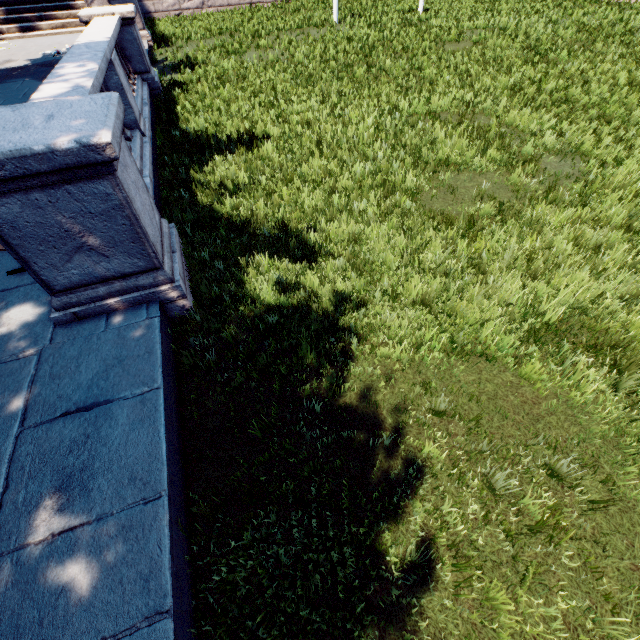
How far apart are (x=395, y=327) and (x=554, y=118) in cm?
808
